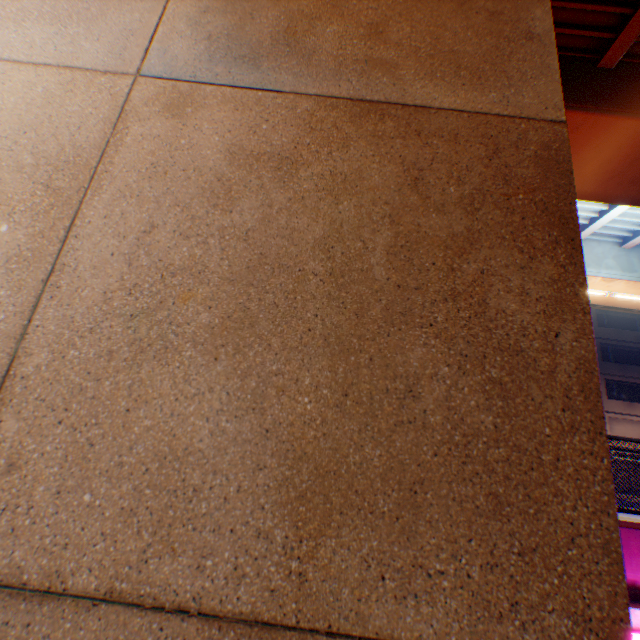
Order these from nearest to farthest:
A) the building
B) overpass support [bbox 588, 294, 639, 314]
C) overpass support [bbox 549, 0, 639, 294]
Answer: overpass support [bbox 549, 0, 639, 294] < overpass support [bbox 588, 294, 639, 314] < the building

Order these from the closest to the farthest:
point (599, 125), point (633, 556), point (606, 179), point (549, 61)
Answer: point (549, 61)
point (633, 556)
point (599, 125)
point (606, 179)

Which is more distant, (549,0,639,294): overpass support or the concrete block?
(549,0,639,294): overpass support

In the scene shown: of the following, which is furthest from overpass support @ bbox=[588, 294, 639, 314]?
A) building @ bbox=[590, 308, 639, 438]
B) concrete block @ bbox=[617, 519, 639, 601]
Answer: building @ bbox=[590, 308, 639, 438]

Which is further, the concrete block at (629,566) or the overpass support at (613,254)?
the overpass support at (613,254)

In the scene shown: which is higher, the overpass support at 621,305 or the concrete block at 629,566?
the overpass support at 621,305
